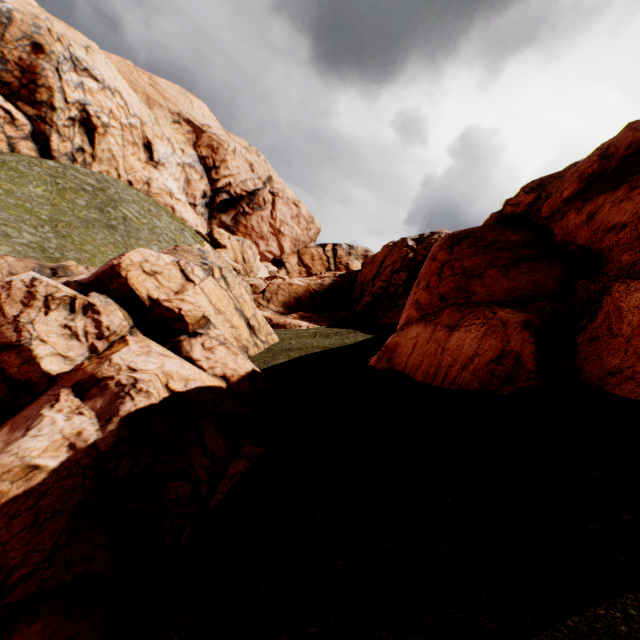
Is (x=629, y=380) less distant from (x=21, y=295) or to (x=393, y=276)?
(x=21, y=295)
